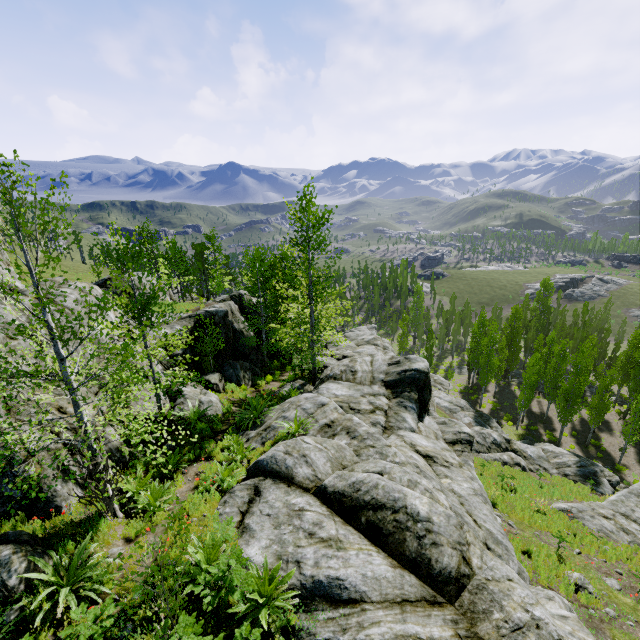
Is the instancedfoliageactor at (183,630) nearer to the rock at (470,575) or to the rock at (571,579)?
the rock at (470,575)

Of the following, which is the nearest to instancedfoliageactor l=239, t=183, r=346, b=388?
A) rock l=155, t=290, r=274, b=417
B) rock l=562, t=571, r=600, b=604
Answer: rock l=155, t=290, r=274, b=417

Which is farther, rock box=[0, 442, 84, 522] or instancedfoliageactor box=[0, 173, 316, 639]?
rock box=[0, 442, 84, 522]

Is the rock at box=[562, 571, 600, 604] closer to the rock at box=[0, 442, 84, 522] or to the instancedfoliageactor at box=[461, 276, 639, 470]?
the rock at box=[0, 442, 84, 522]

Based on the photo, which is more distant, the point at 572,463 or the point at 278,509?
the point at 572,463

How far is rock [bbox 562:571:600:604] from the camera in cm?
935

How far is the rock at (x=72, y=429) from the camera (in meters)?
8.34
